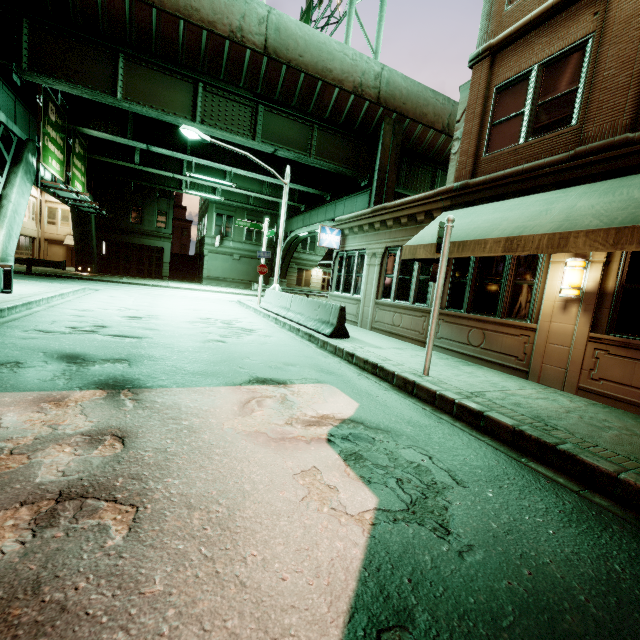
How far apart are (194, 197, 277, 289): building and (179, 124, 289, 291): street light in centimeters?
2153cm

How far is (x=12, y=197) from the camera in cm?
1396

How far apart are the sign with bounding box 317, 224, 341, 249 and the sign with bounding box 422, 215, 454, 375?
8.9 meters

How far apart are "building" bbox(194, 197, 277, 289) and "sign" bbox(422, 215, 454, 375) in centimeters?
3377cm

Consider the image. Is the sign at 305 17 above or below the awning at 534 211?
above

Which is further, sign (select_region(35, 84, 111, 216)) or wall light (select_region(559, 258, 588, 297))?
sign (select_region(35, 84, 111, 216))

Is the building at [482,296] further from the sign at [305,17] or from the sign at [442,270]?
the sign at [305,17]

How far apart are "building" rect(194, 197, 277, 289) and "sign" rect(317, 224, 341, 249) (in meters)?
24.79
